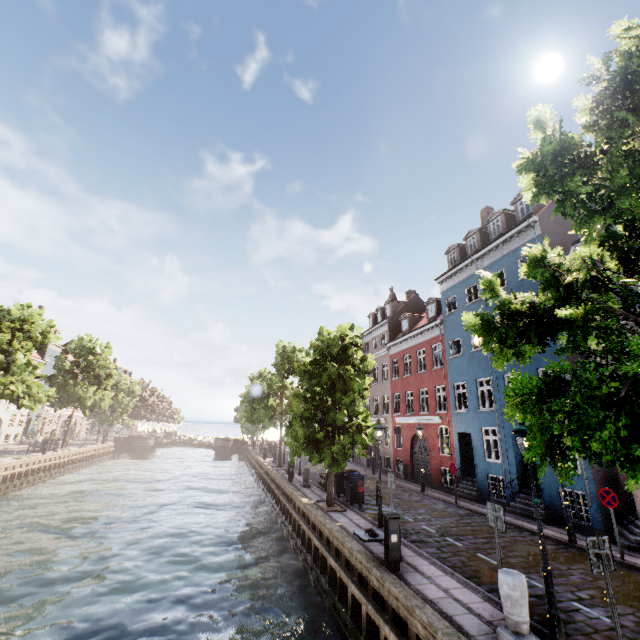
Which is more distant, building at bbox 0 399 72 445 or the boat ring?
building at bbox 0 399 72 445

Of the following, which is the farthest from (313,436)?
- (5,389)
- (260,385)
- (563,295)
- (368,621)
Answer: (5,389)

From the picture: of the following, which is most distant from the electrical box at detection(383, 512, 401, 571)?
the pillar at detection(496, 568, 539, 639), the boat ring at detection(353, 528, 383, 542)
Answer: the pillar at detection(496, 568, 539, 639)

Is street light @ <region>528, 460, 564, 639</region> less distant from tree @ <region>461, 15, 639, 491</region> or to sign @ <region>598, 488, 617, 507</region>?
tree @ <region>461, 15, 639, 491</region>

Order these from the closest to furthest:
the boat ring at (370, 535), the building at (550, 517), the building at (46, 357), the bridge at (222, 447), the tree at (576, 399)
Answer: the tree at (576, 399), the boat ring at (370, 535), the building at (550, 517), the building at (46, 357), the bridge at (222, 447)

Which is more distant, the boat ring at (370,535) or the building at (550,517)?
the building at (550,517)

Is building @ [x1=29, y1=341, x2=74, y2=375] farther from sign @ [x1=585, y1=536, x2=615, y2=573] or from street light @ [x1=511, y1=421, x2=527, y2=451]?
sign @ [x1=585, y1=536, x2=615, y2=573]

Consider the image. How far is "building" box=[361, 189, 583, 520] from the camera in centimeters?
1622cm
